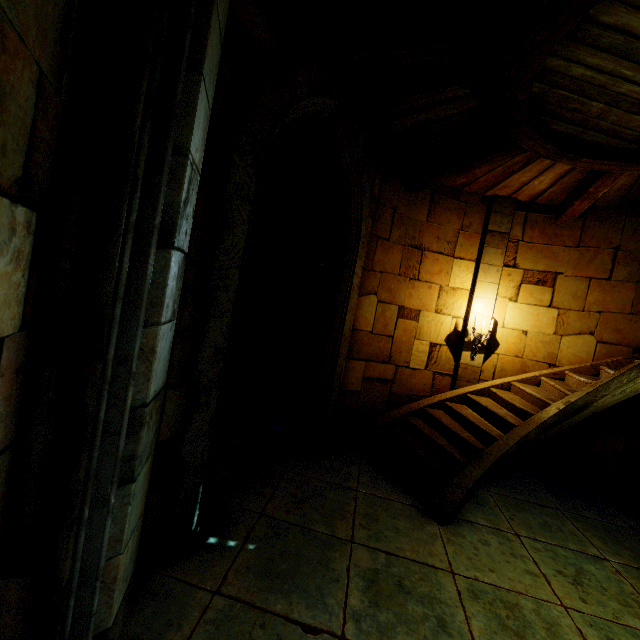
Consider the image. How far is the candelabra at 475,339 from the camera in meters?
6.8

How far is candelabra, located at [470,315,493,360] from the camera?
6.79m

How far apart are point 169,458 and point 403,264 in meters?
5.5
